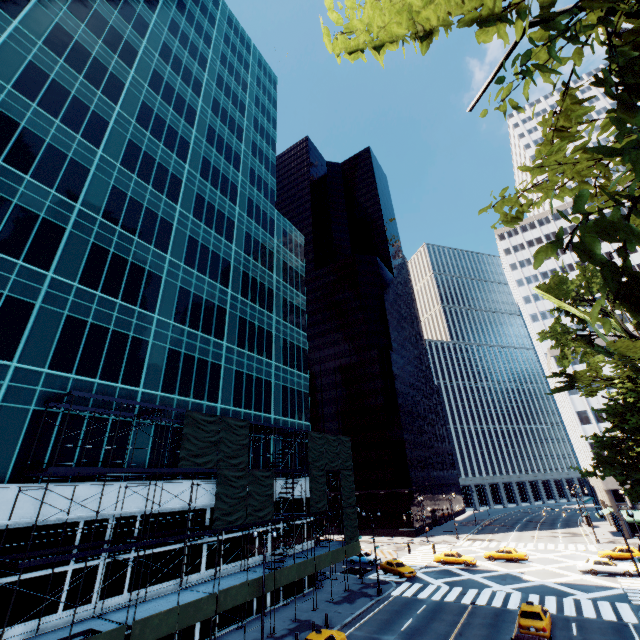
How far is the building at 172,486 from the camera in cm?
2475

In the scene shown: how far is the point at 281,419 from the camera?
38.9m

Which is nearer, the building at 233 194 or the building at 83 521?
the building at 83 521

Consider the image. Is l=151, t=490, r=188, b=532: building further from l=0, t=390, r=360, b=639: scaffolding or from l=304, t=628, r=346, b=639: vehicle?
l=304, t=628, r=346, b=639: vehicle

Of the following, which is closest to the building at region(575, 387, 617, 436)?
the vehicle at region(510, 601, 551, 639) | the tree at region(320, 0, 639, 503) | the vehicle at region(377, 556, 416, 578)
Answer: the tree at region(320, 0, 639, 503)

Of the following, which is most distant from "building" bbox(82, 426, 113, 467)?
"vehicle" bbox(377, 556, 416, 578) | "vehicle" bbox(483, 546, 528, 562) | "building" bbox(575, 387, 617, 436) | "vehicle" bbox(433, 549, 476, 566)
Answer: "building" bbox(575, 387, 617, 436)

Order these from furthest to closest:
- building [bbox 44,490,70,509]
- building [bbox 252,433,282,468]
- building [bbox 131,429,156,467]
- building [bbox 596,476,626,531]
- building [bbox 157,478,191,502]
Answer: building [bbox 596,476,626,531], building [bbox 252,433,282,468], building [bbox 157,478,191,502], building [bbox 131,429,156,467], building [bbox 44,490,70,509]

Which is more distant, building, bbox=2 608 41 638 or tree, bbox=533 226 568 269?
building, bbox=2 608 41 638
